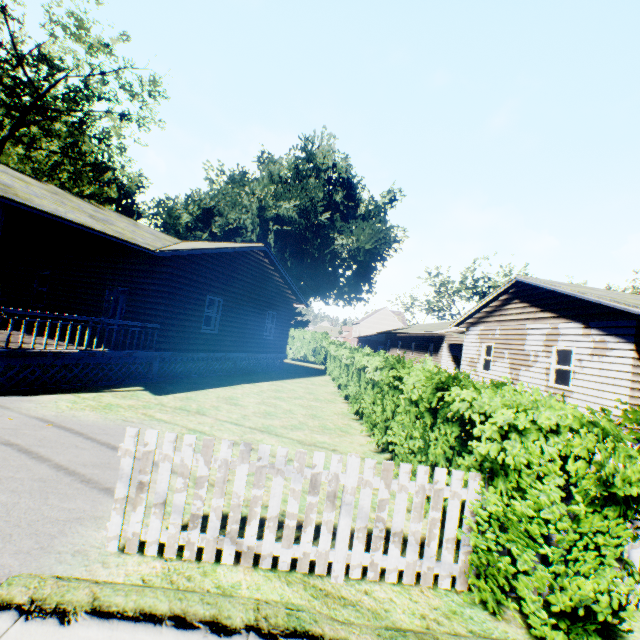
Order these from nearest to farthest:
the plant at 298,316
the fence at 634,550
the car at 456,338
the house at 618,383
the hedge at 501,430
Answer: the hedge at 501,430 < the fence at 634,550 < the house at 618,383 < the car at 456,338 < the plant at 298,316

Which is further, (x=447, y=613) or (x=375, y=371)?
(x=375, y=371)

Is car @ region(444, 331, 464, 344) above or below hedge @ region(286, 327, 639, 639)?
above

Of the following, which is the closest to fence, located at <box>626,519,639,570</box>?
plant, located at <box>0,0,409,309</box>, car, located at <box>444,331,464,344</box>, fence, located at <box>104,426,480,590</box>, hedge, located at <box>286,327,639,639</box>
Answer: hedge, located at <box>286,327,639,639</box>

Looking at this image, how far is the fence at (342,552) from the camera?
3.28m

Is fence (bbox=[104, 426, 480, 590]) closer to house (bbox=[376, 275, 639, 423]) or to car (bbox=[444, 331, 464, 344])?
house (bbox=[376, 275, 639, 423])

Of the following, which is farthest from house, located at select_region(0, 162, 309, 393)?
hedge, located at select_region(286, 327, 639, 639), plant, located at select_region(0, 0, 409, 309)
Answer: plant, located at select_region(0, 0, 409, 309)

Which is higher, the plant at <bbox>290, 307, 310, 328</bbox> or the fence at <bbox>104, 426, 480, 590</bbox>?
the plant at <bbox>290, 307, 310, 328</bbox>
